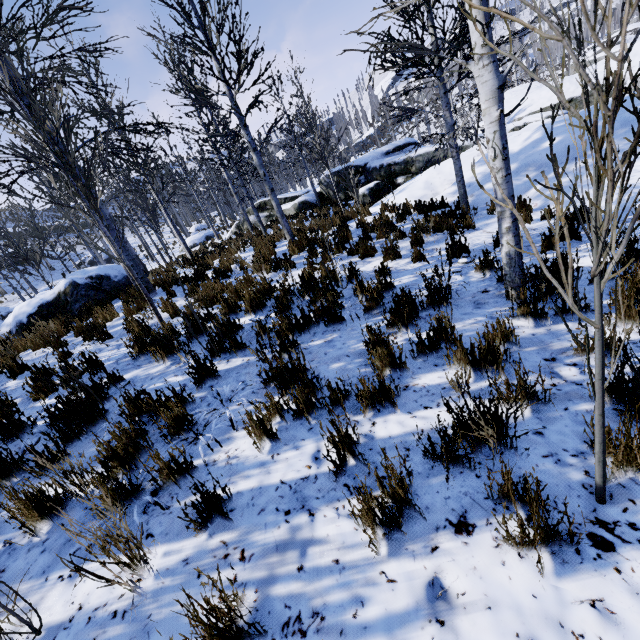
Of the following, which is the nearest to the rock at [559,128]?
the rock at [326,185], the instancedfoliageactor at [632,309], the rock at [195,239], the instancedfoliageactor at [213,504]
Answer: the rock at [326,185]

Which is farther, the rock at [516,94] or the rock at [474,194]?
the rock at [516,94]

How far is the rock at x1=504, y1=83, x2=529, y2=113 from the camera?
18.5m

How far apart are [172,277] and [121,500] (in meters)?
6.25

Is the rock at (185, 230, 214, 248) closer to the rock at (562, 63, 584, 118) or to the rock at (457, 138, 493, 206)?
the rock at (562, 63, 584, 118)

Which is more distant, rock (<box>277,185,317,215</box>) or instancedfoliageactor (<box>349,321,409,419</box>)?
rock (<box>277,185,317,215</box>)
